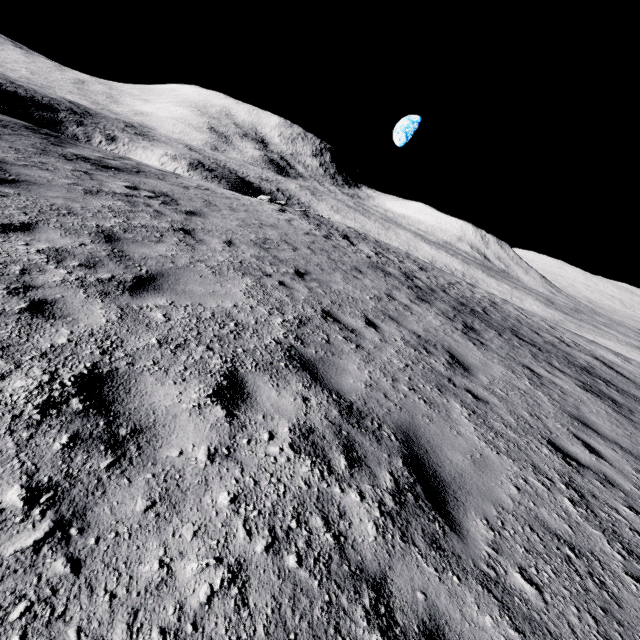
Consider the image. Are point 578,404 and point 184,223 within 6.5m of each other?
no
